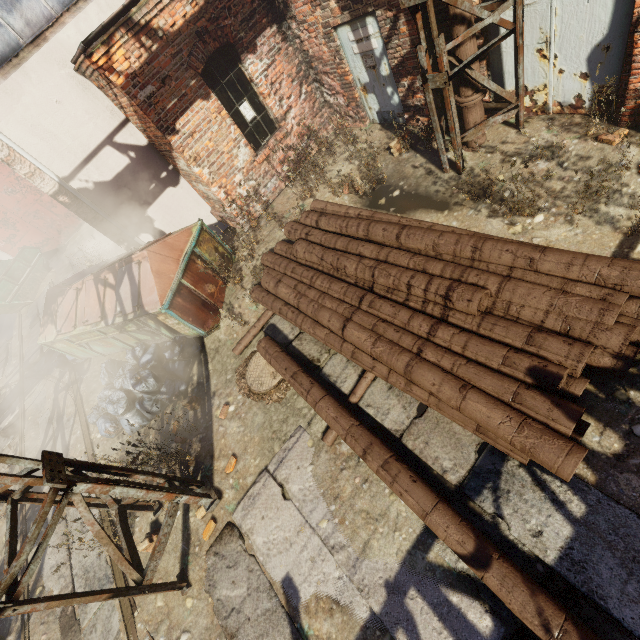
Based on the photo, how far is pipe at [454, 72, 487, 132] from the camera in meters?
4.7 m

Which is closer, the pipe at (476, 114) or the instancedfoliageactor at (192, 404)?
the pipe at (476, 114)

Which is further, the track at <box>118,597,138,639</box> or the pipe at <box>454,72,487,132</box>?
the pipe at <box>454,72,487,132</box>

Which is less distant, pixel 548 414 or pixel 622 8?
pixel 548 414

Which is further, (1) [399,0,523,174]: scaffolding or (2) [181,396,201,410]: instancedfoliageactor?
(2) [181,396,201,410]: instancedfoliageactor

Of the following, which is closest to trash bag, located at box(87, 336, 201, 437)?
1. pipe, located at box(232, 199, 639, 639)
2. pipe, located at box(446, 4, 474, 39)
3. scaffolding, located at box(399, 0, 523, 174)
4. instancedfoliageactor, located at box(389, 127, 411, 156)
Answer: pipe, located at box(232, 199, 639, 639)

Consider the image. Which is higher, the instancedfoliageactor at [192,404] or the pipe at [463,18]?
the pipe at [463,18]

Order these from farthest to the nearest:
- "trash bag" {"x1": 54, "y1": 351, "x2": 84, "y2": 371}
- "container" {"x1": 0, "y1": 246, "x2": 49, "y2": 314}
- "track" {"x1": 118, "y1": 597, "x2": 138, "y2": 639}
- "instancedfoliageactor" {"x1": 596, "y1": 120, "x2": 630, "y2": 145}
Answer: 1. "container" {"x1": 0, "y1": 246, "x2": 49, "y2": 314}
2. "trash bag" {"x1": 54, "y1": 351, "x2": 84, "y2": 371}
3. "track" {"x1": 118, "y1": 597, "x2": 138, "y2": 639}
4. "instancedfoliageactor" {"x1": 596, "y1": 120, "x2": 630, "y2": 145}
